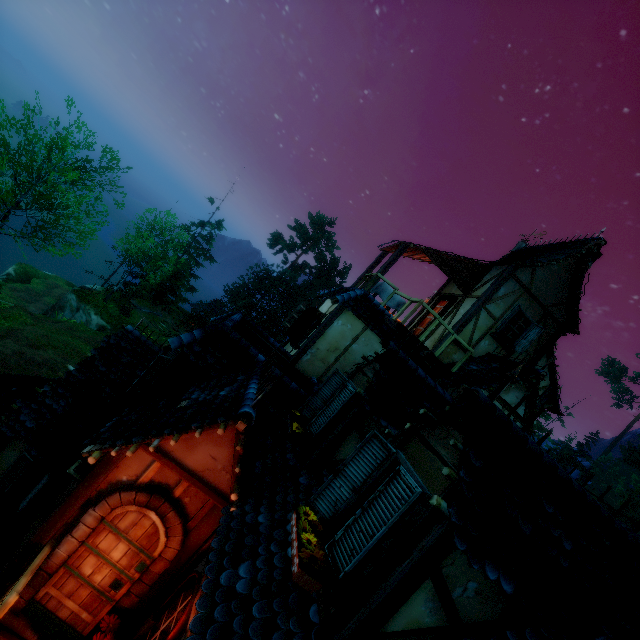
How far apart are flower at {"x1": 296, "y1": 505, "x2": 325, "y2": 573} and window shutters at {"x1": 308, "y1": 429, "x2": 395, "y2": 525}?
0.1m

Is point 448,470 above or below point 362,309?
below

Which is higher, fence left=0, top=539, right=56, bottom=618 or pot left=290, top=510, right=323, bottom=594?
pot left=290, top=510, right=323, bottom=594

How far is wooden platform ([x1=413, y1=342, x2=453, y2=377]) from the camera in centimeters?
947cm

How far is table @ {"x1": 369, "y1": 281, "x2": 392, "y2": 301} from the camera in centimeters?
1120cm

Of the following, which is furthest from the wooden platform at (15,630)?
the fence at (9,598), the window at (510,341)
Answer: the window at (510,341)

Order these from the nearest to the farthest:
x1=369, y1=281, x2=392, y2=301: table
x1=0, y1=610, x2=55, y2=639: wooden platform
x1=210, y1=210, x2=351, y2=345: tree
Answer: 1. x1=0, y1=610, x2=55, y2=639: wooden platform
2. x1=369, y1=281, x2=392, y2=301: table
3. x1=210, y1=210, x2=351, y2=345: tree

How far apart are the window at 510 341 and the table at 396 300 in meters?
2.9 m
